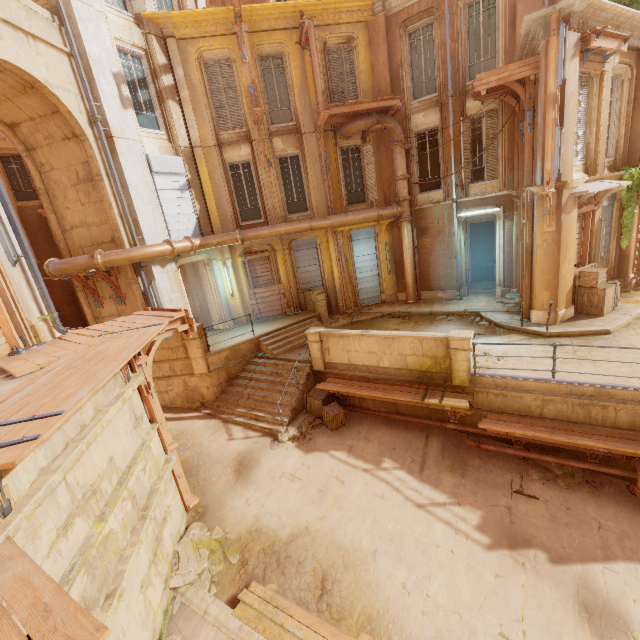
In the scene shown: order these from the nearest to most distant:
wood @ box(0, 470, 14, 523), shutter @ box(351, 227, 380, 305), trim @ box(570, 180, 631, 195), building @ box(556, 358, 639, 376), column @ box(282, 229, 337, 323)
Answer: wood @ box(0, 470, 14, 523) < building @ box(556, 358, 639, 376) < trim @ box(570, 180, 631, 195) < column @ box(282, 229, 337, 323) < shutter @ box(351, 227, 380, 305)

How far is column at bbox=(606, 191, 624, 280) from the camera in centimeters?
1254cm

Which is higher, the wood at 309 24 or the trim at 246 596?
the wood at 309 24

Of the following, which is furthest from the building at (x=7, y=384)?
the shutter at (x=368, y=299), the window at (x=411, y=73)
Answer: the window at (x=411, y=73)

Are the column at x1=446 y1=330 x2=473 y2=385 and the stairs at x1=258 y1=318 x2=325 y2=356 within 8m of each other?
yes

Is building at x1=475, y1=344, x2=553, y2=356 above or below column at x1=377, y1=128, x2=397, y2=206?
below

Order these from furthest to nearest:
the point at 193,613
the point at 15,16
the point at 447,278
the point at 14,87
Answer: the point at 447,278, the point at 14,87, the point at 15,16, the point at 193,613

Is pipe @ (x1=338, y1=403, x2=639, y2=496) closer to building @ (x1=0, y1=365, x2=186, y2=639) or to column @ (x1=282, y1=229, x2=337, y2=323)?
building @ (x1=0, y1=365, x2=186, y2=639)
